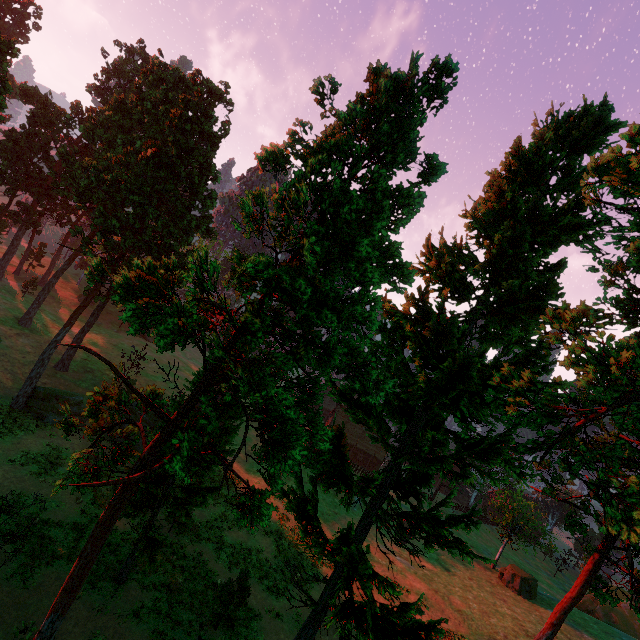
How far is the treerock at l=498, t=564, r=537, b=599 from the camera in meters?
37.3 m

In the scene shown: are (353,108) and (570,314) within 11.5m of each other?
yes

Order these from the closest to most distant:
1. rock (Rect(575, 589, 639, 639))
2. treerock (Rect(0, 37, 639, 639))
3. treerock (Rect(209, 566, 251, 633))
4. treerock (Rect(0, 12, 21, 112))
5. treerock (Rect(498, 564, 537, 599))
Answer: treerock (Rect(0, 37, 639, 639))
treerock (Rect(209, 566, 251, 633))
treerock (Rect(0, 12, 21, 112))
treerock (Rect(498, 564, 537, 599))
rock (Rect(575, 589, 639, 639))

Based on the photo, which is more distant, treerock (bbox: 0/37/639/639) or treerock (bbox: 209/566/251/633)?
treerock (bbox: 209/566/251/633)

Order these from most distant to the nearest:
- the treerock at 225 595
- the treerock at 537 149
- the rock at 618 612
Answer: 1. the rock at 618 612
2. the treerock at 225 595
3. the treerock at 537 149

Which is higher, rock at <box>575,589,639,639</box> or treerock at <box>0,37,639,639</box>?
treerock at <box>0,37,639,639</box>

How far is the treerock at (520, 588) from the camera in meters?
37.3 m
